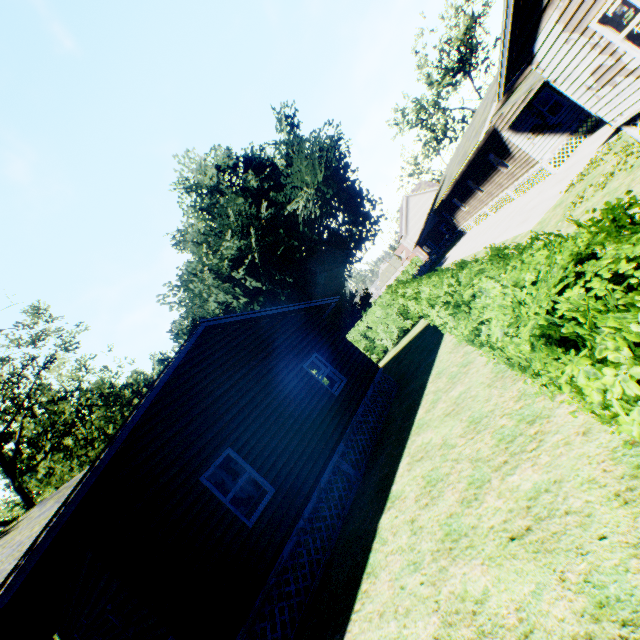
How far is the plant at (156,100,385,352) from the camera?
27.7m

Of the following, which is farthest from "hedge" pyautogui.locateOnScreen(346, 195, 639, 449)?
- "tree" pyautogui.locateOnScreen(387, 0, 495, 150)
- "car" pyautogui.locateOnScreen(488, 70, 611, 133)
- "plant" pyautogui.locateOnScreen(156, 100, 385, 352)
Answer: "tree" pyautogui.locateOnScreen(387, 0, 495, 150)

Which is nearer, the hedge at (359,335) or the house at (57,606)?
the hedge at (359,335)

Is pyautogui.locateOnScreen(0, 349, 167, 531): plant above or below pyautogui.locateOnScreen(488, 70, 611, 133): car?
above

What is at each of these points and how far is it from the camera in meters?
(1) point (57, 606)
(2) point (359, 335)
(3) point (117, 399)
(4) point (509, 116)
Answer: (1) house, 10.2
(2) hedge, 21.8
(3) plant, 25.2
(4) car, 16.5

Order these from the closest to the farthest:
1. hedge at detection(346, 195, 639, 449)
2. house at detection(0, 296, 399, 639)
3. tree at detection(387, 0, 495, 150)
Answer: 1. hedge at detection(346, 195, 639, 449)
2. house at detection(0, 296, 399, 639)
3. tree at detection(387, 0, 495, 150)

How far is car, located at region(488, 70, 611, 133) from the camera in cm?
1348

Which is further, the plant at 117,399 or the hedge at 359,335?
the plant at 117,399
